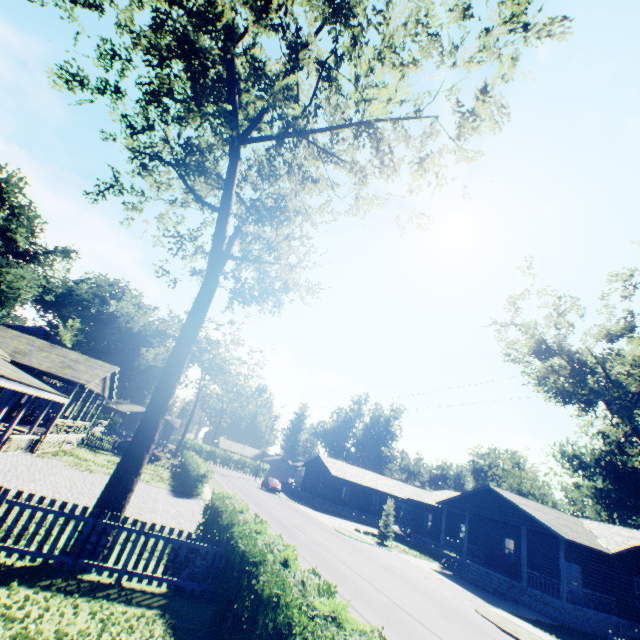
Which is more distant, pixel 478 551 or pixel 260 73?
pixel 478 551

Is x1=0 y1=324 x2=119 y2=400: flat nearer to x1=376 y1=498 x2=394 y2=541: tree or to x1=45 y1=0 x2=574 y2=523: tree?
x1=45 y1=0 x2=574 y2=523: tree

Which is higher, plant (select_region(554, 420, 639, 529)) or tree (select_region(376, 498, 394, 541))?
plant (select_region(554, 420, 639, 529))

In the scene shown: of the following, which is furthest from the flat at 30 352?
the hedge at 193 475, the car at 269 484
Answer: the car at 269 484

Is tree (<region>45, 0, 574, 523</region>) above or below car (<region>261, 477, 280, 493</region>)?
above

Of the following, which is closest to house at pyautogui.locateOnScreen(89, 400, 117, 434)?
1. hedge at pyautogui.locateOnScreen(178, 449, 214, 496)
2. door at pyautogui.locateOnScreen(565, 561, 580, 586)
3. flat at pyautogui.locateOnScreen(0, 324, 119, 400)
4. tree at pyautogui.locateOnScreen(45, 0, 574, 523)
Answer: flat at pyautogui.locateOnScreen(0, 324, 119, 400)

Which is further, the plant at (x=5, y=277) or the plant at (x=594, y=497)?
the plant at (x=5, y=277)

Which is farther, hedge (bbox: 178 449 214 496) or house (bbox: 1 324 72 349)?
house (bbox: 1 324 72 349)
